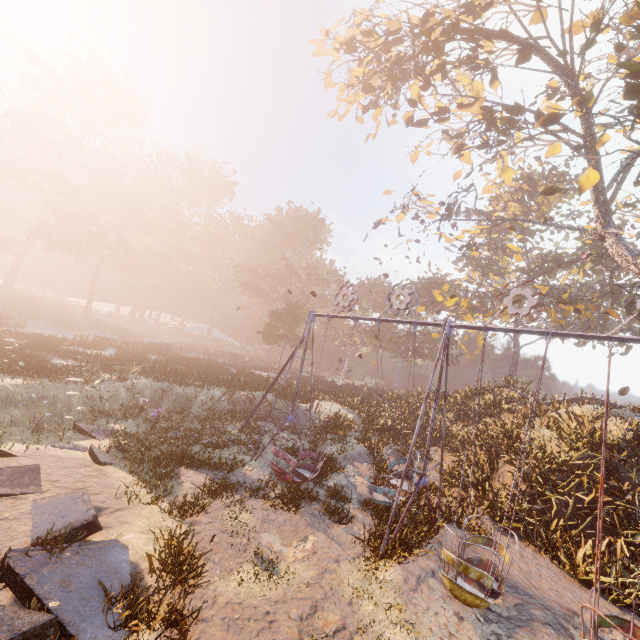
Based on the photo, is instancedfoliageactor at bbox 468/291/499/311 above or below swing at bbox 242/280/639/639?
above

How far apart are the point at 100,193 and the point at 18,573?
59.3m

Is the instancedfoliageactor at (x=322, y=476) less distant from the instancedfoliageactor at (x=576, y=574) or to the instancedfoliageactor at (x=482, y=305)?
the instancedfoliageactor at (x=576, y=574)

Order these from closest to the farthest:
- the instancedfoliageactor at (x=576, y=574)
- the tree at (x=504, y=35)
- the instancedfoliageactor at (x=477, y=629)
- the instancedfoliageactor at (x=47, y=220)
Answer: the instancedfoliageactor at (x=477, y=629), the instancedfoliageactor at (x=576, y=574), the tree at (x=504, y=35), the instancedfoliageactor at (x=47, y=220)

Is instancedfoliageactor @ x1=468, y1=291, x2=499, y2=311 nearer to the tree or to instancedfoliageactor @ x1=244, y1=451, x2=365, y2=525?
the tree

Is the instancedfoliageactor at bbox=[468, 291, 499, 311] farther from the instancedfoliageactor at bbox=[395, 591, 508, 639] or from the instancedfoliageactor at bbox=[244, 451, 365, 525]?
the instancedfoliageactor at bbox=[395, 591, 508, 639]

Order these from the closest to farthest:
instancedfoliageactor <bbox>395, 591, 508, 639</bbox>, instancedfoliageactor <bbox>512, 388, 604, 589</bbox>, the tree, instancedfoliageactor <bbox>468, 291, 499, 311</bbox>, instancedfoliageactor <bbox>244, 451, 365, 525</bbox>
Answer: instancedfoliageactor <bbox>395, 591, 508, 639</bbox> → instancedfoliageactor <bbox>512, 388, 604, 589</bbox> → instancedfoliageactor <bbox>244, 451, 365, 525</bbox> → the tree → instancedfoliageactor <bbox>468, 291, 499, 311</bbox>

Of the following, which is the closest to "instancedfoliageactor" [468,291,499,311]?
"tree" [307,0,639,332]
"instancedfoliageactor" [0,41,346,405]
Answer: "tree" [307,0,639,332]
